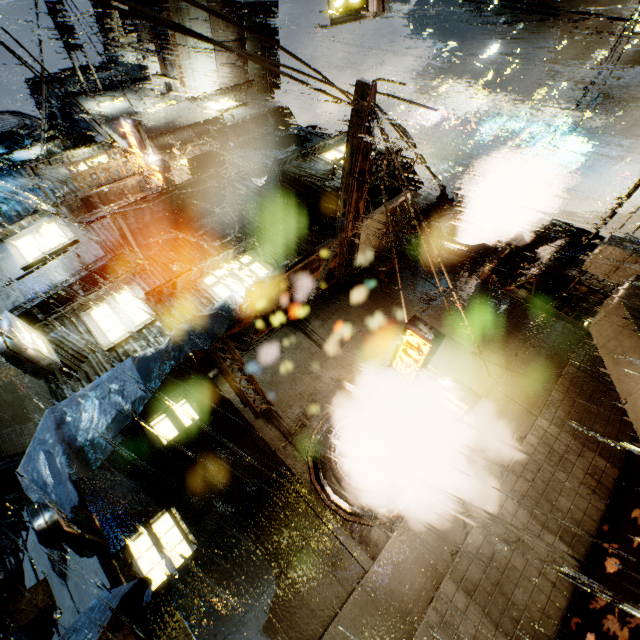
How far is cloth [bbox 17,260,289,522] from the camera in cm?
507

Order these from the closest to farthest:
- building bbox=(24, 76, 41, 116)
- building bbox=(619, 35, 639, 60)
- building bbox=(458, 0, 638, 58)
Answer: building bbox=(458, 0, 638, 58) → building bbox=(24, 76, 41, 116) → building bbox=(619, 35, 639, 60)

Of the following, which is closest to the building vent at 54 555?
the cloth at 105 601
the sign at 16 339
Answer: the cloth at 105 601

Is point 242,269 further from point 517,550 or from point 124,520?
point 517,550

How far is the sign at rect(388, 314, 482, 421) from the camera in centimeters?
705cm

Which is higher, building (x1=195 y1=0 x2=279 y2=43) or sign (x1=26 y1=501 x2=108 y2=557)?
building (x1=195 y1=0 x2=279 y2=43)

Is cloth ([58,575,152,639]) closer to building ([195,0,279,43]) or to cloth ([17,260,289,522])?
building ([195,0,279,43])

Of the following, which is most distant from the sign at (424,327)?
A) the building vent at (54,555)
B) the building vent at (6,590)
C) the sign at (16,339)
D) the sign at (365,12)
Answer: the building vent at (6,590)
